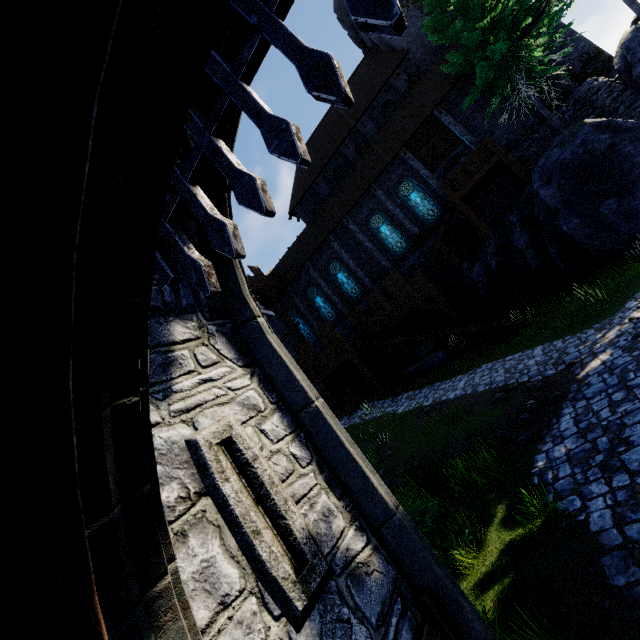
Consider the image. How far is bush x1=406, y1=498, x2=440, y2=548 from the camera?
5.0m

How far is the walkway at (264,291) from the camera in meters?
25.4

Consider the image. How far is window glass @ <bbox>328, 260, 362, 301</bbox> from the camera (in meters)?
25.76

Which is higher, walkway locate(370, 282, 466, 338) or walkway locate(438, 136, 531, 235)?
walkway locate(438, 136, 531, 235)

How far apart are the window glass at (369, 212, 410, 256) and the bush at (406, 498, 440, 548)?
19.6 meters

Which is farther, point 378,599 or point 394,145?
point 394,145

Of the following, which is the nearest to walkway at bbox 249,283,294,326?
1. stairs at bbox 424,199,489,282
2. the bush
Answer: stairs at bbox 424,199,489,282

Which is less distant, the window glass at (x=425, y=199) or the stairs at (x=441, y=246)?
the stairs at (x=441, y=246)
